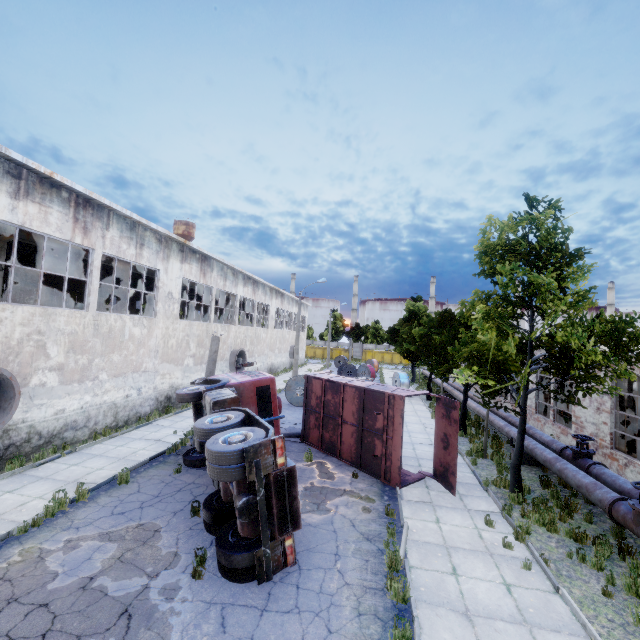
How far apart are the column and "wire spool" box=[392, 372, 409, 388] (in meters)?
30.64

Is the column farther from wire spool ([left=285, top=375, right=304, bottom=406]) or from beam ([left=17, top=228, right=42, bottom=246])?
wire spool ([left=285, top=375, right=304, bottom=406])

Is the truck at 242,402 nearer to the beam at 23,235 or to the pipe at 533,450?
the pipe at 533,450

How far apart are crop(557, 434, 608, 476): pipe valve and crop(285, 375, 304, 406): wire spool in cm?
1361

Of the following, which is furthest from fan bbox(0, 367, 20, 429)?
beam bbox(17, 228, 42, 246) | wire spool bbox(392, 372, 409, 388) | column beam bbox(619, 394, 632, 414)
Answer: column beam bbox(619, 394, 632, 414)

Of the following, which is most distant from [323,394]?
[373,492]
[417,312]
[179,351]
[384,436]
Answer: [417,312]

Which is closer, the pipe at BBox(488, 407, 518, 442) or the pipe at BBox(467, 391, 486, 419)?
the pipe at BBox(488, 407, 518, 442)

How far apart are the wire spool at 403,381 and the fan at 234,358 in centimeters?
1354cm
